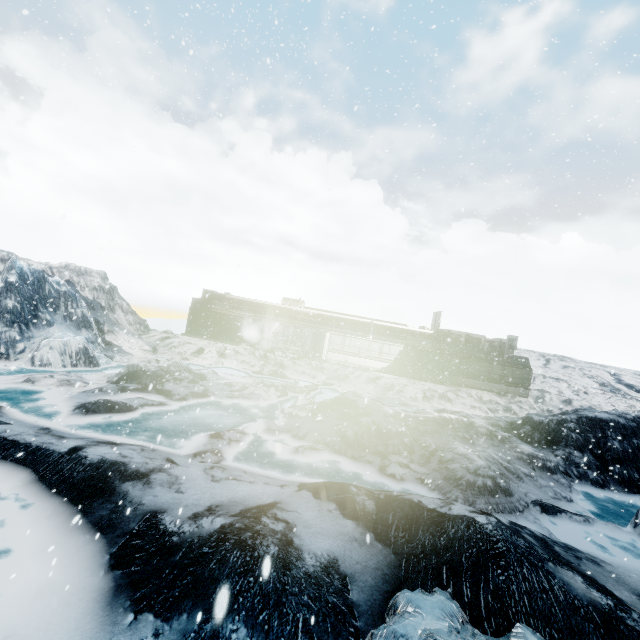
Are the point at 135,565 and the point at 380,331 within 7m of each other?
no
